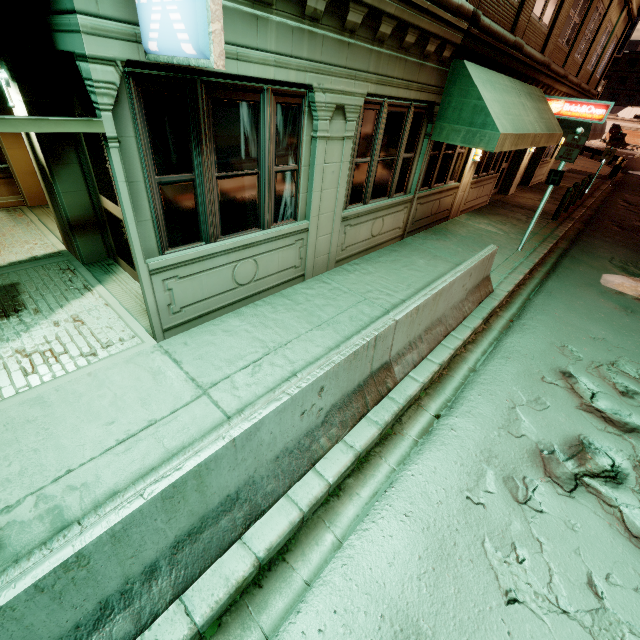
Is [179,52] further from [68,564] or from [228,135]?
[68,564]

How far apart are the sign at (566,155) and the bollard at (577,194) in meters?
6.8 m

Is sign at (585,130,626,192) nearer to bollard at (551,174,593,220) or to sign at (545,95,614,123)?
bollard at (551,174,593,220)

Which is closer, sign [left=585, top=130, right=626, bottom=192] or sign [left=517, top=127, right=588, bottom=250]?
sign [left=517, top=127, right=588, bottom=250]

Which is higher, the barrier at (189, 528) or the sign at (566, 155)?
the sign at (566, 155)

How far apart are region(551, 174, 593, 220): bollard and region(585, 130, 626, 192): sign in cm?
680

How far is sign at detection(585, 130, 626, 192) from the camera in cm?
1662

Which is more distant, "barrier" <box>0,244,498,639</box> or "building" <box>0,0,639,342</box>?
"building" <box>0,0,639,342</box>
